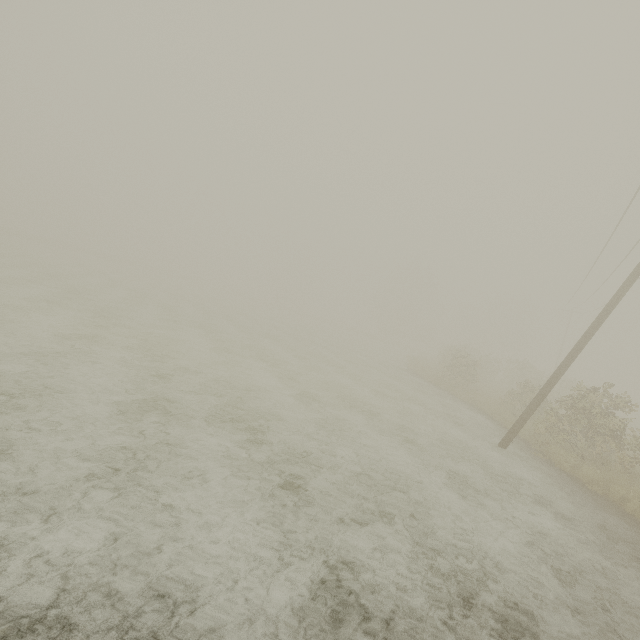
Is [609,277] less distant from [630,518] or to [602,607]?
[630,518]
